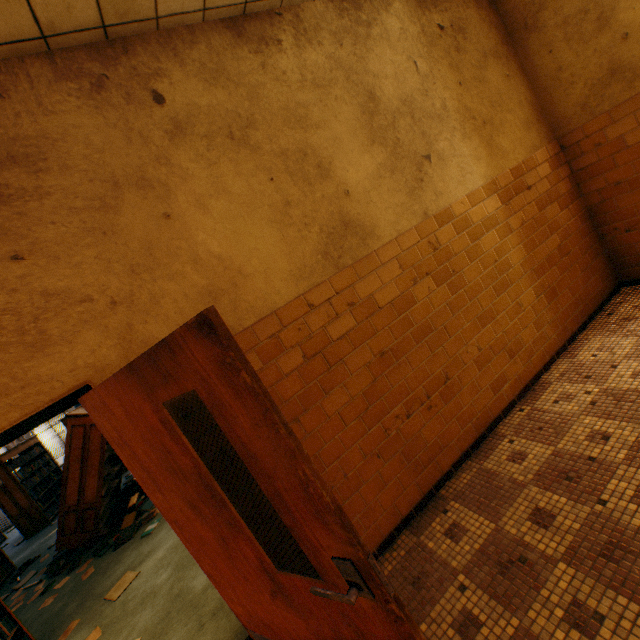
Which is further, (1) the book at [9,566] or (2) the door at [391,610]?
(1) the book at [9,566]

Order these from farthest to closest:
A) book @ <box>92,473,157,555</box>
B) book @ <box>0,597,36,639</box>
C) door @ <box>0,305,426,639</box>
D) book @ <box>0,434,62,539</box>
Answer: book @ <box>0,434,62,539</box> < book @ <box>92,473,157,555</box> < book @ <box>0,597,36,639</box> < door @ <box>0,305,426,639</box>

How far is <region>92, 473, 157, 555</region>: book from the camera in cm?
511

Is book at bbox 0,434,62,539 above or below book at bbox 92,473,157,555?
above

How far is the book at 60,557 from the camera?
5.2 meters

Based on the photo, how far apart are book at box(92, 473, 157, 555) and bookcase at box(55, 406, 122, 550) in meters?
0.0

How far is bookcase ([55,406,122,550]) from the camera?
5.42m

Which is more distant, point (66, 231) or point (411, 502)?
point (411, 502)
